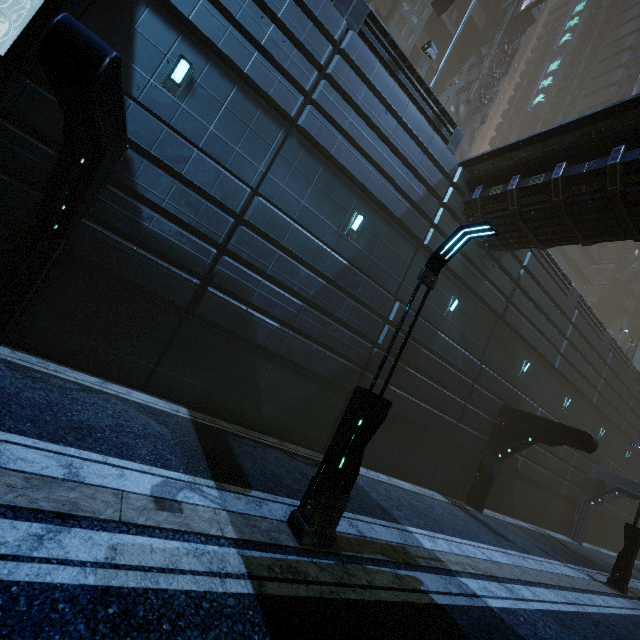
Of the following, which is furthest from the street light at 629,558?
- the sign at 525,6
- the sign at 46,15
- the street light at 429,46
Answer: the sign at 525,6

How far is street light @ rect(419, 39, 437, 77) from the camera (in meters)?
14.84

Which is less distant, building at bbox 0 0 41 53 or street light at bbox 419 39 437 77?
building at bbox 0 0 41 53

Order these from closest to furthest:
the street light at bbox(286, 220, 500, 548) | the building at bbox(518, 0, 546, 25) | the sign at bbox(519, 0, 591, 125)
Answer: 1. the street light at bbox(286, 220, 500, 548)
2. the building at bbox(518, 0, 546, 25)
3. the sign at bbox(519, 0, 591, 125)

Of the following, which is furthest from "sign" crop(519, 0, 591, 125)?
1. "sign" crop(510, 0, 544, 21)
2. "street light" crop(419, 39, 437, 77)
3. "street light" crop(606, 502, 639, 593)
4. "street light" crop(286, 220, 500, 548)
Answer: "street light" crop(286, 220, 500, 548)

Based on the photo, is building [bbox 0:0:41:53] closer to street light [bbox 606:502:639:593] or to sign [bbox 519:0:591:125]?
sign [bbox 519:0:591:125]

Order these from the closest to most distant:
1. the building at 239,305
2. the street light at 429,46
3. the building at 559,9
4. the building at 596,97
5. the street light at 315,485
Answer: the street light at 315,485, the building at 239,305, the street light at 429,46, the building at 596,97, the building at 559,9

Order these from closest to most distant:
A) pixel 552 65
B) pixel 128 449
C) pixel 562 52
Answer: pixel 128 449 < pixel 562 52 < pixel 552 65
